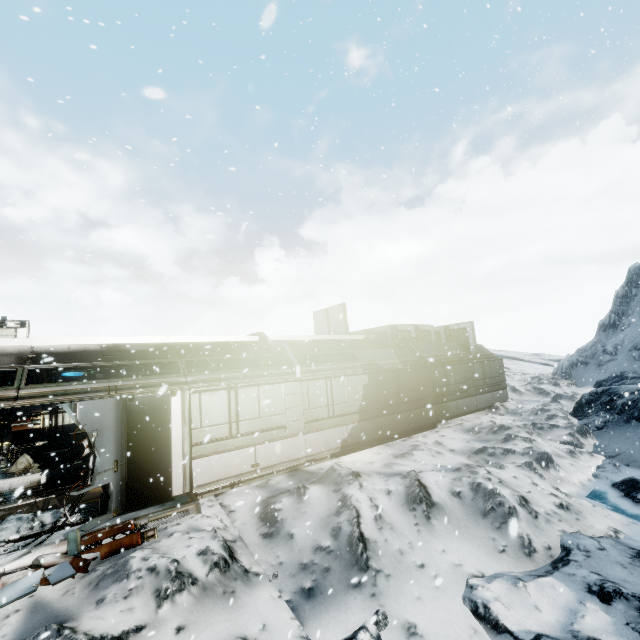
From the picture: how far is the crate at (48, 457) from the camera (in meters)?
12.34

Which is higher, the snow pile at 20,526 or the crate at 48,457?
the crate at 48,457

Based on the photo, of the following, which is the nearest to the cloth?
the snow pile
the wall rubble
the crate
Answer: the crate

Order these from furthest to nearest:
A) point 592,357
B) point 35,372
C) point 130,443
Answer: point 592,357 → point 35,372 → point 130,443

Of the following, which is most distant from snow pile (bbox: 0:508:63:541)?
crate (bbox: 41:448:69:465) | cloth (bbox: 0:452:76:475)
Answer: crate (bbox: 41:448:69:465)

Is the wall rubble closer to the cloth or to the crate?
the cloth

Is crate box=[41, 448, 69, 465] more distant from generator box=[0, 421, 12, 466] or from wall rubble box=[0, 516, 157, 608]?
wall rubble box=[0, 516, 157, 608]

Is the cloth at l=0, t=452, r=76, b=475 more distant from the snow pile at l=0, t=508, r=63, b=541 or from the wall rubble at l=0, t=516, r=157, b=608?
the wall rubble at l=0, t=516, r=157, b=608
